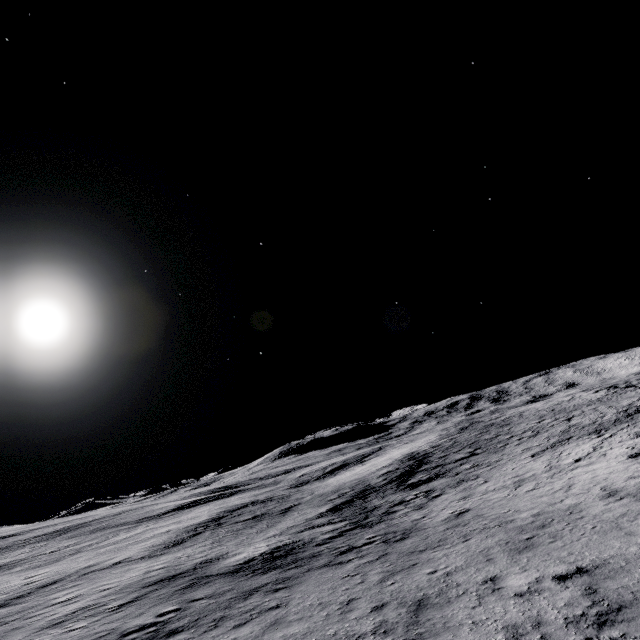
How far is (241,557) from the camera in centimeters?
1638cm
